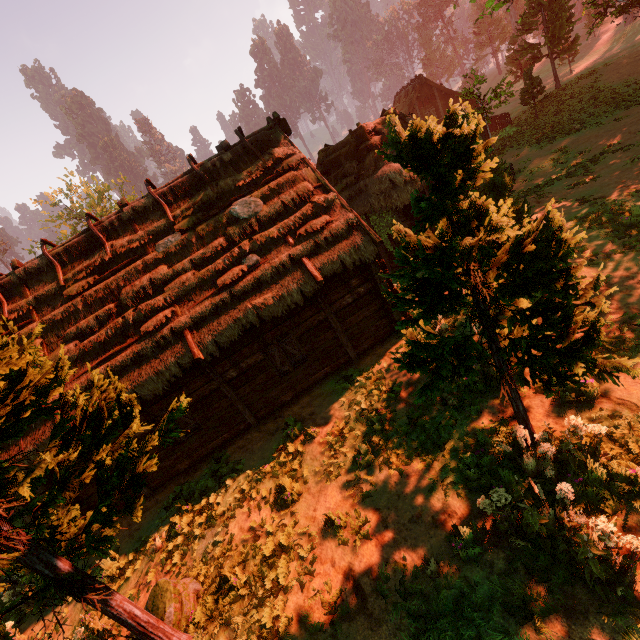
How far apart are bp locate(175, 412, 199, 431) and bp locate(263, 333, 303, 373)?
3.5m

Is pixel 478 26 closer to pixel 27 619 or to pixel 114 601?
pixel 114 601

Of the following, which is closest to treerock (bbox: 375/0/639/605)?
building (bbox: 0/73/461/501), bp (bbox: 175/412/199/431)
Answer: building (bbox: 0/73/461/501)

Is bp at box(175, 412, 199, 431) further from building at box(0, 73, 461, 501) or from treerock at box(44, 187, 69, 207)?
treerock at box(44, 187, 69, 207)

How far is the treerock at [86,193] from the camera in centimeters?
3212cm

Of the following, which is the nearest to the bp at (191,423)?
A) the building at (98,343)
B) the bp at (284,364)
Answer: the building at (98,343)

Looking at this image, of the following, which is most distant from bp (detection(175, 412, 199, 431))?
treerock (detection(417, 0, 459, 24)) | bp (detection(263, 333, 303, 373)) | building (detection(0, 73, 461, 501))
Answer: treerock (detection(417, 0, 459, 24))

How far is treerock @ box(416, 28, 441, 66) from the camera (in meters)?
58.59
